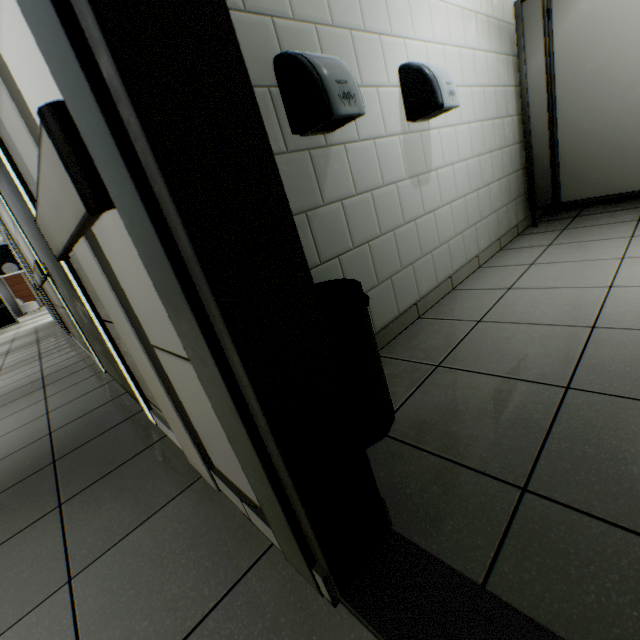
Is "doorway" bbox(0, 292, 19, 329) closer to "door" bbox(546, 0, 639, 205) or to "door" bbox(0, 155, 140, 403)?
"door" bbox(0, 155, 140, 403)

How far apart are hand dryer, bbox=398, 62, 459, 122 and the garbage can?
1.32m

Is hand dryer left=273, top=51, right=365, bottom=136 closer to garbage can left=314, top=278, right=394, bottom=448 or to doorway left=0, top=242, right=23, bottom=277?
garbage can left=314, top=278, right=394, bottom=448

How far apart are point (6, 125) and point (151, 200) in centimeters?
93cm

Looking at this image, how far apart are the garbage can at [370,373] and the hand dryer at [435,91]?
1.3m

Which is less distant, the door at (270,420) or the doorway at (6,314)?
the door at (270,420)

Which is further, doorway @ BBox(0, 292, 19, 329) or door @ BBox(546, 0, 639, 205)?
doorway @ BBox(0, 292, 19, 329)

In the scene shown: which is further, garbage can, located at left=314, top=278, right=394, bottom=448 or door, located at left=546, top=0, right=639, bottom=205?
door, located at left=546, top=0, right=639, bottom=205
